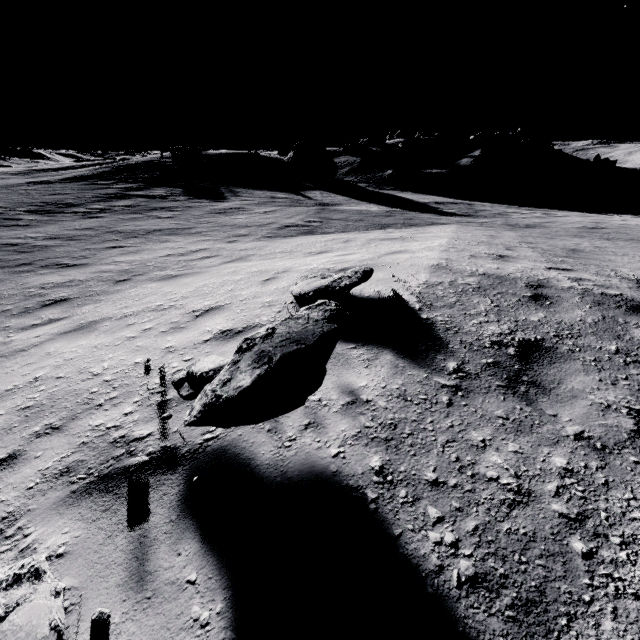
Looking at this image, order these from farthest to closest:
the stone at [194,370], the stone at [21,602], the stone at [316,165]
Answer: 1. the stone at [316,165]
2. the stone at [194,370]
3. the stone at [21,602]

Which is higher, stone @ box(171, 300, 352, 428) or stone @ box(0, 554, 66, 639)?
stone @ box(171, 300, 352, 428)

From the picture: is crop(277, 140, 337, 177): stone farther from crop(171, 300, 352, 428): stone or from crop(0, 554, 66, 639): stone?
crop(0, 554, 66, 639): stone

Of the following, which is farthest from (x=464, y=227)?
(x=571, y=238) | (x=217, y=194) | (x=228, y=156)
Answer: (x=228, y=156)

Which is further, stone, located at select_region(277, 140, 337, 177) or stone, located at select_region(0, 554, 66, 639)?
stone, located at select_region(277, 140, 337, 177)

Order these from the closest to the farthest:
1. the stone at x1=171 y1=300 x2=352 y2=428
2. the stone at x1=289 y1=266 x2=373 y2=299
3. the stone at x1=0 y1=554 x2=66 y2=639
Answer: the stone at x1=0 y1=554 x2=66 y2=639 < the stone at x1=171 y1=300 x2=352 y2=428 < the stone at x1=289 y1=266 x2=373 y2=299

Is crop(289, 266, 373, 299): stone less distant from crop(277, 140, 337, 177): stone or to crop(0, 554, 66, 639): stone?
crop(0, 554, 66, 639): stone

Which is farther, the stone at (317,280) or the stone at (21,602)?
the stone at (317,280)
